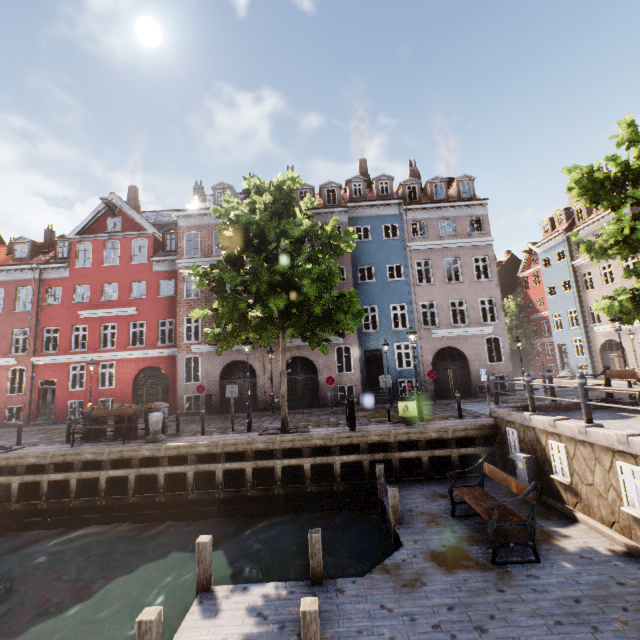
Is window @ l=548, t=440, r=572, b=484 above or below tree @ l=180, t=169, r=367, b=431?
below

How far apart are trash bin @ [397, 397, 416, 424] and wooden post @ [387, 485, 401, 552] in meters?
Result: 4.6 m

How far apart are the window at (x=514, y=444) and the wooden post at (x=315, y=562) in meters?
7.0

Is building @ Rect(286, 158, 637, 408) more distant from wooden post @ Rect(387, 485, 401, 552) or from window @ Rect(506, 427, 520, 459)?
wooden post @ Rect(387, 485, 401, 552)

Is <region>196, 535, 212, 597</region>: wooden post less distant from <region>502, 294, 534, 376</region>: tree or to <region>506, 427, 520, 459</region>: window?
<region>502, 294, 534, 376</region>: tree

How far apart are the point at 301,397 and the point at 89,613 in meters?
14.7 m

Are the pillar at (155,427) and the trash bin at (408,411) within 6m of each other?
no

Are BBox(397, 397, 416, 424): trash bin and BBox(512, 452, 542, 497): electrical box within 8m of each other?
yes
